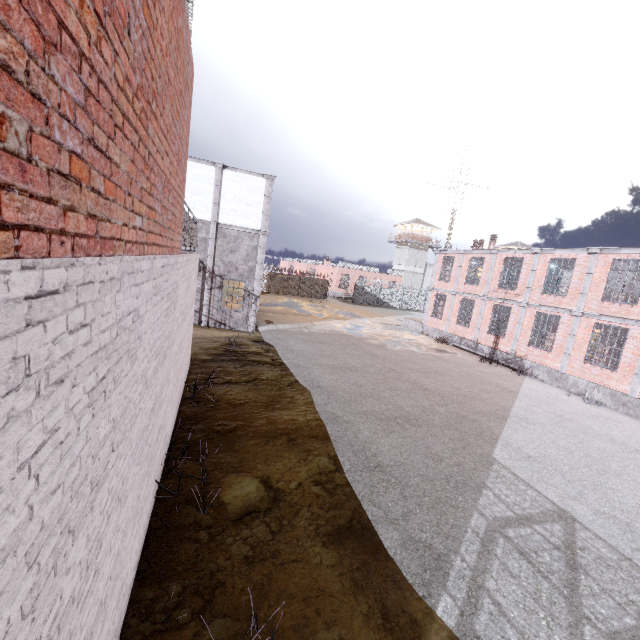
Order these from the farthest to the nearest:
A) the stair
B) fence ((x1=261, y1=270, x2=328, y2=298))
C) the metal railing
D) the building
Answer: the building, fence ((x1=261, y1=270, x2=328, y2=298)), the stair, the metal railing

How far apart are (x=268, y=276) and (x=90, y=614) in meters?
40.4

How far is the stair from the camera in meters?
28.0 m

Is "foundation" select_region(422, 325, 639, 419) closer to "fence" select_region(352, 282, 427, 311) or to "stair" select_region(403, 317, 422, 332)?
"stair" select_region(403, 317, 422, 332)

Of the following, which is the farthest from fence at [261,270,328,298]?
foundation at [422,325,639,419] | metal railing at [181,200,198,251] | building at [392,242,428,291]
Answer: foundation at [422,325,639,419]

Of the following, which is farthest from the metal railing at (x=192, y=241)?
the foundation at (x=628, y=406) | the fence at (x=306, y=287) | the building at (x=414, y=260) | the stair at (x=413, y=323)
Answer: the building at (x=414, y=260)

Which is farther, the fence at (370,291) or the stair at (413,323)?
the fence at (370,291)

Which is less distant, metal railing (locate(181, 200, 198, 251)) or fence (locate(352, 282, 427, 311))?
metal railing (locate(181, 200, 198, 251))
